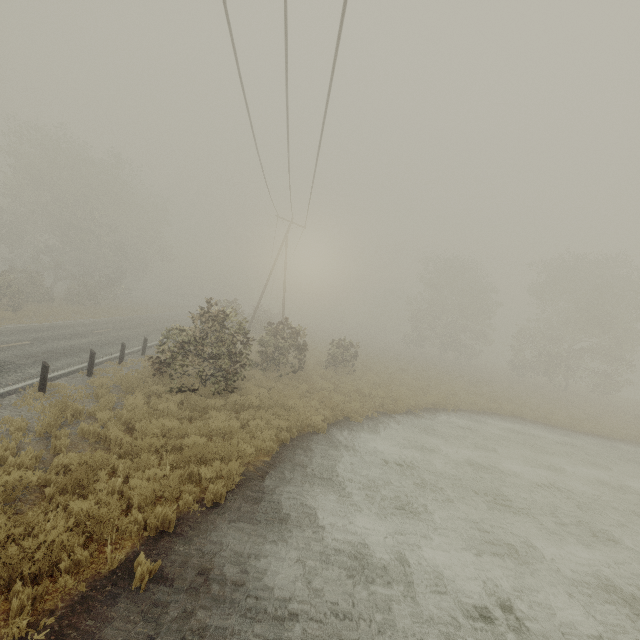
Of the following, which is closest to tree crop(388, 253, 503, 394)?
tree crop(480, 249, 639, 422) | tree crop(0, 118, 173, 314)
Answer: tree crop(480, 249, 639, 422)

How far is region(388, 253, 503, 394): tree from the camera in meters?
31.5 m

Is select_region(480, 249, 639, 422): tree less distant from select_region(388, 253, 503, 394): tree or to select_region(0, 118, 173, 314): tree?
select_region(388, 253, 503, 394): tree

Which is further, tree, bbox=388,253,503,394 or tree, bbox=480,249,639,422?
tree, bbox=388,253,503,394

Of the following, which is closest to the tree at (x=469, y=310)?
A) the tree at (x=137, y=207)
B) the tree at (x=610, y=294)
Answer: the tree at (x=610, y=294)

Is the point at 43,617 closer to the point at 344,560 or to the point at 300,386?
the point at 344,560

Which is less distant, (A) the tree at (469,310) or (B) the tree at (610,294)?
(B) the tree at (610,294)

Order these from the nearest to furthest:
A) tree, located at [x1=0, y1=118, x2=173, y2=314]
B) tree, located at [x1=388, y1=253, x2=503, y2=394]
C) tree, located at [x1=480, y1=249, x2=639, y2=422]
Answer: tree, located at [x1=480, y1=249, x2=639, y2=422]
tree, located at [x1=0, y1=118, x2=173, y2=314]
tree, located at [x1=388, y1=253, x2=503, y2=394]
